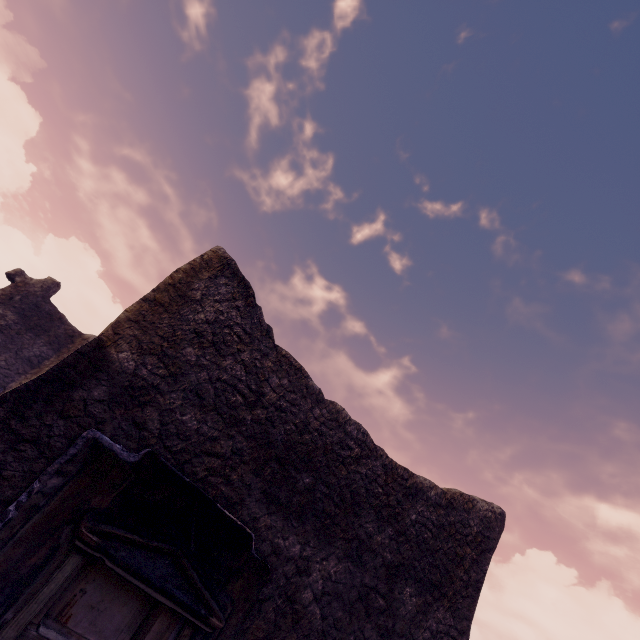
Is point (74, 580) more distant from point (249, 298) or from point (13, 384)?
point (13, 384)
